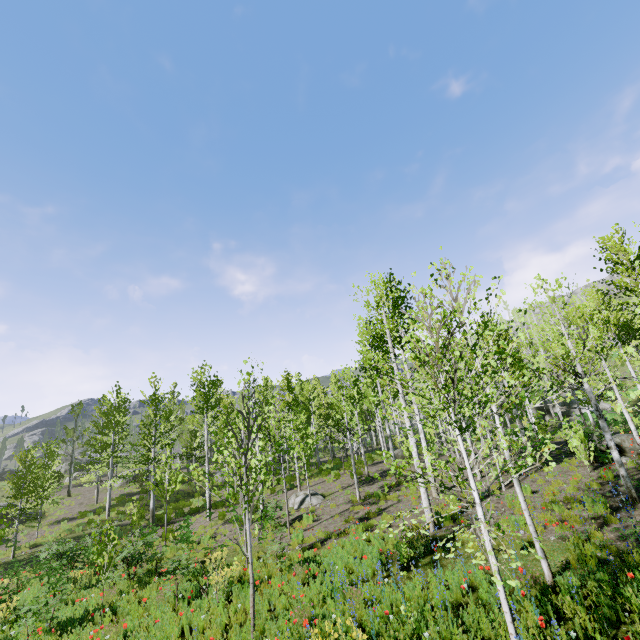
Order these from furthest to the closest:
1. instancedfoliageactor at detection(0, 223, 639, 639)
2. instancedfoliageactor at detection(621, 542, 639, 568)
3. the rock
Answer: the rock, instancedfoliageactor at detection(621, 542, 639, 568), instancedfoliageactor at detection(0, 223, 639, 639)

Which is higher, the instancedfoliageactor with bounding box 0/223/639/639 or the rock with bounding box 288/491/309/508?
the instancedfoliageactor with bounding box 0/223/639/639

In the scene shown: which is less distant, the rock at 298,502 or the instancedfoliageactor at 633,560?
the instancedfoliageactor at 633,560

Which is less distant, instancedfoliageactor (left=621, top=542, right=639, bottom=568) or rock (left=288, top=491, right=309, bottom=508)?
instancedfoliageactor (left=621, top=542, right=639, bottom=568)

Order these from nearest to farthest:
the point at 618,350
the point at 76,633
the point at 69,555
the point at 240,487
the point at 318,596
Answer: the point at 318,596
the point at 76,633
the point at 240,487
the point at 69,555
the point at 618,350

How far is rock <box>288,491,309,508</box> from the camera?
17.6m

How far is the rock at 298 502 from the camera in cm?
1756

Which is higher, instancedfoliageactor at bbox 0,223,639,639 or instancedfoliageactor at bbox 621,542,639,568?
instancedfoliageactor at bbox 0,223,639,639
